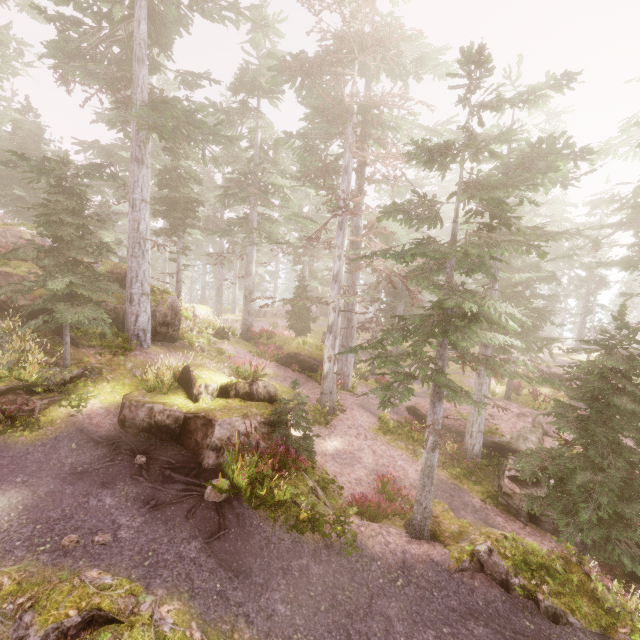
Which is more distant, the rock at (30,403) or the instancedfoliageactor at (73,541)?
the rock at (30,403)

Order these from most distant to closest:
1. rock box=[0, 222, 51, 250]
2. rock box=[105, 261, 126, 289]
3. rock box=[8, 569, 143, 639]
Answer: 1. rock box=[0, 222, 51, 250]
2. rock box=[105, 261, 126, 289]
3. rock box=[8, 569, 143, 639]

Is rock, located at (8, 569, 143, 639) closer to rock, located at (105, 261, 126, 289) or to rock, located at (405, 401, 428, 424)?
rock, located at (105, 261, 126, 289)

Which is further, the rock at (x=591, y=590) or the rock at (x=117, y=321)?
the rock at (x=117, y=321)

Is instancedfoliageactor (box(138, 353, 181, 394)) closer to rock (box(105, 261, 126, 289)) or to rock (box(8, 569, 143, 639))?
rock (box(105, 261, 126, 289))

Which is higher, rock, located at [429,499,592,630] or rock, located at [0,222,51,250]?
rock, located at [0,222,51,250]

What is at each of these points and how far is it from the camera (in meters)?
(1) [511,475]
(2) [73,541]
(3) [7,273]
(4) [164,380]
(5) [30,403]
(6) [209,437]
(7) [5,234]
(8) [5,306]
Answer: (1) rock, 13.43
(2) instancedfoliageactor, 6.13
(3) rock, 11.75
(4) instancedfoliageactor, 10.34
(5) rock, 8.96
(6) rock, 8.92
(7) rock, 16.02
(8) rock, 11.07
